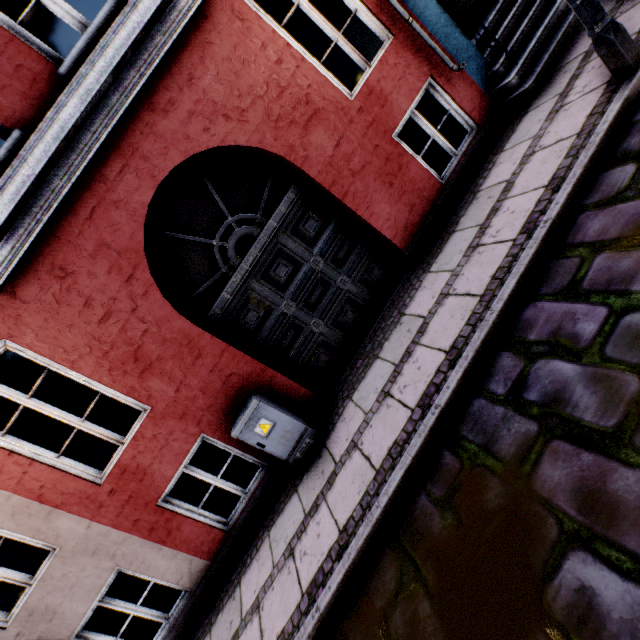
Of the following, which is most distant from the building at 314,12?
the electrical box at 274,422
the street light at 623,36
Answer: the street light at 623,36

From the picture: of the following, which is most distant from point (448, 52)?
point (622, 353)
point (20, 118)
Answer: point (20, 118)

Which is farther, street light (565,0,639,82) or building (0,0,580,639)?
building (0,0,580,639)

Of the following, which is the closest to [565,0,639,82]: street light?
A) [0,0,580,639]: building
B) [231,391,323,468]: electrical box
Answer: [0,0,580,639]: building

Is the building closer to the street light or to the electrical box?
the electrical box

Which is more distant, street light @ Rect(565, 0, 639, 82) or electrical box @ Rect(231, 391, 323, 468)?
Result: electrical box @ Rect(231, 391, 323, 468)

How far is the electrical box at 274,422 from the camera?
4.0m

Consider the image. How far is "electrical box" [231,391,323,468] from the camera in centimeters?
400cm
